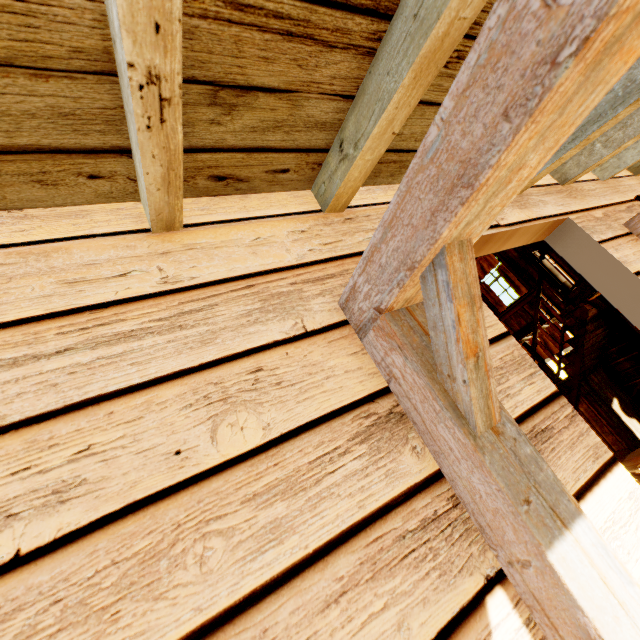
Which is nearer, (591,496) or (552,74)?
(552,74)

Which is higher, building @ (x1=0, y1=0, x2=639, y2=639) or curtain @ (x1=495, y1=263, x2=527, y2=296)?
curtain @ (x1=495, y1=263, x2=527, y2=296)

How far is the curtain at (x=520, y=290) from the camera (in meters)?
8.48

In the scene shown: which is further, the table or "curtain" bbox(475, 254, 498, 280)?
"curtain" bbox(475, 254, 498, 280)

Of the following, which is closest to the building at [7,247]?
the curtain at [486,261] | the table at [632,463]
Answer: the curtain at [486,261]

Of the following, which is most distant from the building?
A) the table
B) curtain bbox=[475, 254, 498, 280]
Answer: the table

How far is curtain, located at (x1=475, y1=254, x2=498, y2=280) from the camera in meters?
8.9 m
